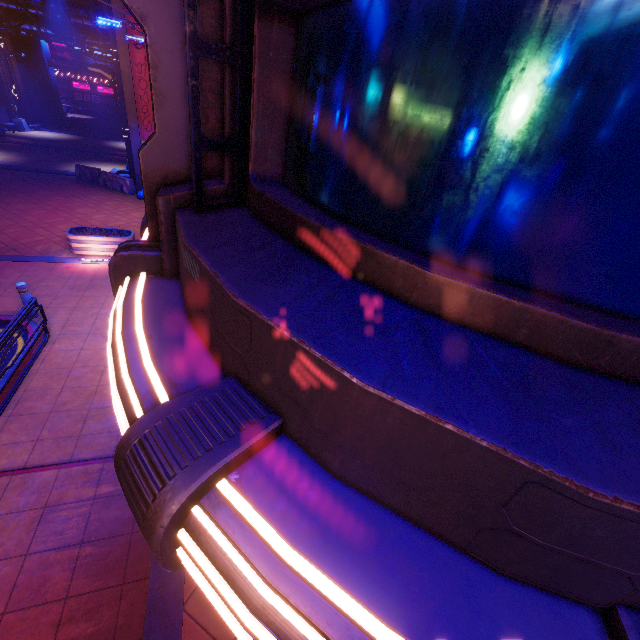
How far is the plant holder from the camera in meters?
12.2 m

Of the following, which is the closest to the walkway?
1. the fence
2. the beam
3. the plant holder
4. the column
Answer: the column

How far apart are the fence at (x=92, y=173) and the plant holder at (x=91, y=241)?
8.2m

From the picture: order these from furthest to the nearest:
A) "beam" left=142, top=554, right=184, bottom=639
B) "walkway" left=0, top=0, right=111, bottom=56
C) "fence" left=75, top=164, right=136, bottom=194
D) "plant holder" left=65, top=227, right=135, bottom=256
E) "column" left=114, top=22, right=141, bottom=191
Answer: "fence" left=75, top=164, right=136, bottom=194, "walkway" left=0, top=0, right=111, bottom=56, "column" left=114, top=22, right=141, bottom=191, "plant holder" left=65, top=227, right=135, bottom=256, "beam" left=142, top=554, right=184, bottom=639

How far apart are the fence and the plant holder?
8.2m

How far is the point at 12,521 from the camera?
5.1 meters

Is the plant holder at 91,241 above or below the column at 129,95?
below

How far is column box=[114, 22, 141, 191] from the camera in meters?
16.1
